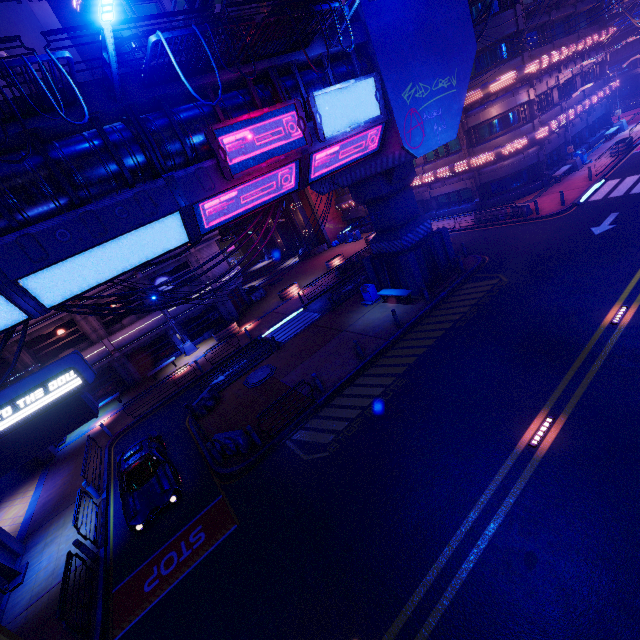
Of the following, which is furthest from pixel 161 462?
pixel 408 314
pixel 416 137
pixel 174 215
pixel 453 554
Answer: pixel 416 137

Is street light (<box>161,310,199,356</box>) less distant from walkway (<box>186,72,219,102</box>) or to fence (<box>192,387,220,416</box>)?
fence (<box>192,387,220,416</box>)

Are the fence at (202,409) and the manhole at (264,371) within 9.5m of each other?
yes

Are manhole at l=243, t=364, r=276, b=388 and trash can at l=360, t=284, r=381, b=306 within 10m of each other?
yes

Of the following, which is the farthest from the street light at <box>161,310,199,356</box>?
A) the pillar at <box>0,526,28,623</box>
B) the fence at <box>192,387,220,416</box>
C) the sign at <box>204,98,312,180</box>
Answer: the sign at <box>204,98,312,180</box>

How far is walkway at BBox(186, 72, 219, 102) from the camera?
9.7 meters

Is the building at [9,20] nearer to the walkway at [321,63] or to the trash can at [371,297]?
the walkway at [321,63]

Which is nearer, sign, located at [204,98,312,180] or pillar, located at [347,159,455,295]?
sign, located at [204,98,312,180]
